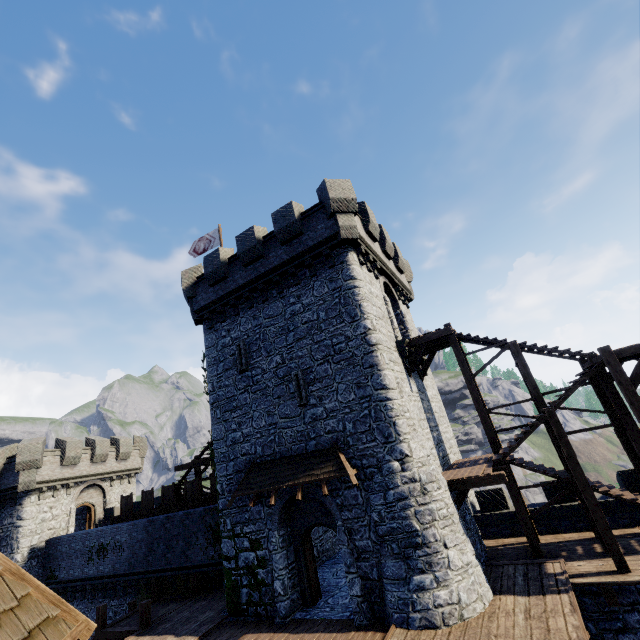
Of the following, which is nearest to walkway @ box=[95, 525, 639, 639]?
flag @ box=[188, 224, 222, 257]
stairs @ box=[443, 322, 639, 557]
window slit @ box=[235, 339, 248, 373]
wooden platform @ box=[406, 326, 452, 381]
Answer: stairs @ box=[443, 322, 639, 557]

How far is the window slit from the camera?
16.06m

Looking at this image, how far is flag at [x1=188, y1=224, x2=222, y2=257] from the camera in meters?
21.6 m

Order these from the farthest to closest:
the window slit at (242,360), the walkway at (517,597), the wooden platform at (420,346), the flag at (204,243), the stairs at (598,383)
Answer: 1. the flag at (204,243)
2. the window slit at (242,360)
3. the wooden platform at (420,346)
4. the stairs at (598,383)
5. the walkway at (517,597)

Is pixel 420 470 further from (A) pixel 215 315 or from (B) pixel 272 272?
(A) pixel 215 315

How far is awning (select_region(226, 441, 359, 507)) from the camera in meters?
12.0

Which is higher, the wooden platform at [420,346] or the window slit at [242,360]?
the window slit at [242,360]

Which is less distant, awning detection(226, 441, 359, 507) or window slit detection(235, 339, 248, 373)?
awning detection(226, 441, 359, 507)
